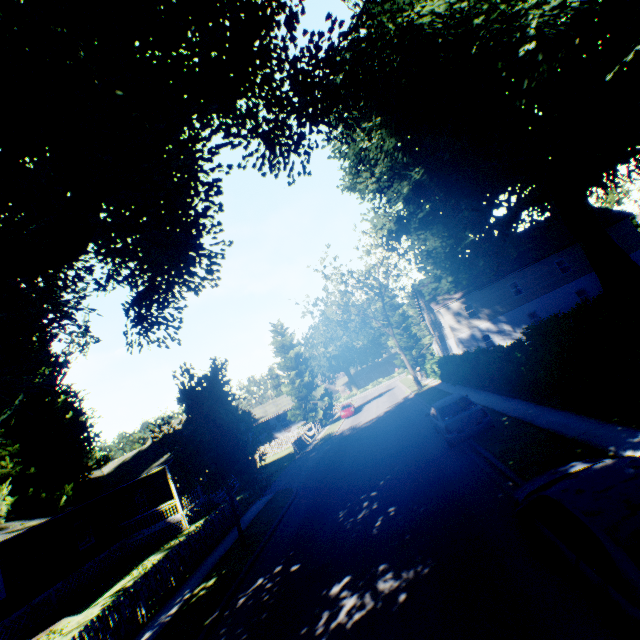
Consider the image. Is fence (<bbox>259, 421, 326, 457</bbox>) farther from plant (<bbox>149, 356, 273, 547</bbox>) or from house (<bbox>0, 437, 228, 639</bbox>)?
house (<bbox>0, 437, 228, 639</bbox>)

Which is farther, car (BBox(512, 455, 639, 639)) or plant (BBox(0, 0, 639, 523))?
plant (BBox(0, 0, 639, 523))

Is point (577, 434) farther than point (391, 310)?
No

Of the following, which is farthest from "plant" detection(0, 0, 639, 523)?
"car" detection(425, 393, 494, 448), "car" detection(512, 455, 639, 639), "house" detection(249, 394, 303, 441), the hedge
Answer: "car" detection(512, 455, 639, 639)

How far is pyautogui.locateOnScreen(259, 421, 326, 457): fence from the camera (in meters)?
31.48

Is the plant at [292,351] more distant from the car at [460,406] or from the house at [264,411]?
the car at [460,406]

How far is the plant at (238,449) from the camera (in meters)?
12.23

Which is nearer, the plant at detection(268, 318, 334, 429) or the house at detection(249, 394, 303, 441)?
the plant at detection(268, 318, 334, 429)
